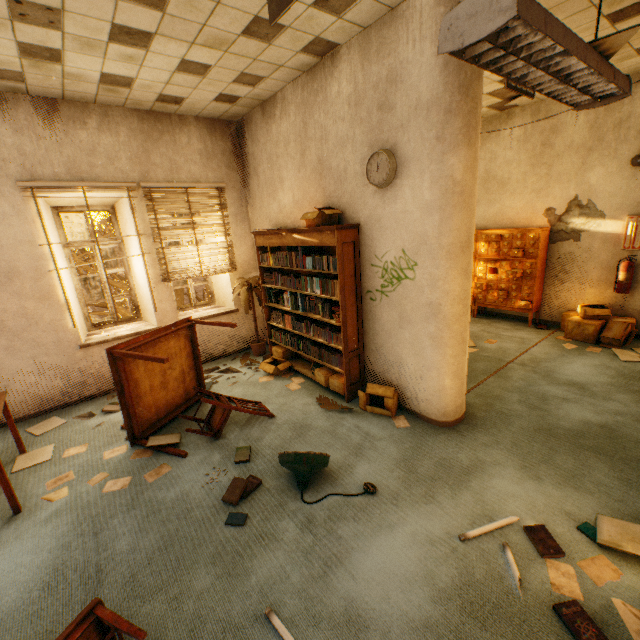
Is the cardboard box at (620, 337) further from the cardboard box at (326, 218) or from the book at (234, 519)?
the book at (234, 519)

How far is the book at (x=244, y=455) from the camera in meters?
3.2 m

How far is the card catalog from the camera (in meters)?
5.95

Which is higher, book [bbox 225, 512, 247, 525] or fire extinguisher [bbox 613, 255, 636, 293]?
fire extinguisher [bbox 613, 255, 636, 293]

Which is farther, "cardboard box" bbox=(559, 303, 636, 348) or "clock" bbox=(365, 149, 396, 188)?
"cardboard box" bbox=(559, 303, 636, 348)

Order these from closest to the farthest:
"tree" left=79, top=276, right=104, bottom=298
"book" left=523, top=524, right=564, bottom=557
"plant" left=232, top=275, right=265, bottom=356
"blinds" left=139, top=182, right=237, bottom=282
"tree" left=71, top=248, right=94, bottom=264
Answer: "book" left=523, top=524, right=564, bottom=557
"blinds" left=139, top=182, right=237, bottom=282
"plant" left=232, top=275, right=265, bottom=356
"tree" left=71, top=248, right=94, bottom=264
"tree" left=79, top=276, right=104, bottom=298

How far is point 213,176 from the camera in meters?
5.3

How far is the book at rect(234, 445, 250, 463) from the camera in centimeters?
323cm
